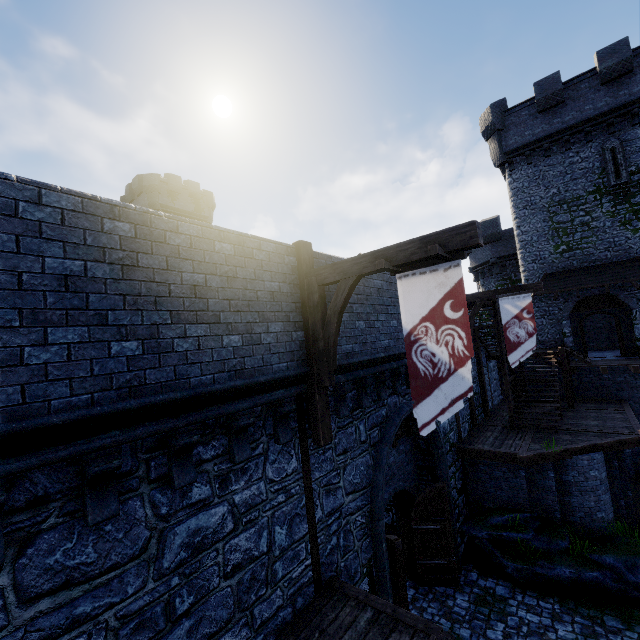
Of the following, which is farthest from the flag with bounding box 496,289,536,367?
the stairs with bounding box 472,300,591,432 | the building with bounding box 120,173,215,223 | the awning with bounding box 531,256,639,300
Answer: the building with bounding box 120,173,215,223

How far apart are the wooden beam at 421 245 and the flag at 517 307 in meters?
9.4 m

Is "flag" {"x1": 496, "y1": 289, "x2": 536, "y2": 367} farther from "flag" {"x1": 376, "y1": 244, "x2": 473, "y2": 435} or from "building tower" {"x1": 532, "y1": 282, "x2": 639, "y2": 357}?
"building tower" {"x1": 532, "y1": 282, "x2": 639, "y2": 357}

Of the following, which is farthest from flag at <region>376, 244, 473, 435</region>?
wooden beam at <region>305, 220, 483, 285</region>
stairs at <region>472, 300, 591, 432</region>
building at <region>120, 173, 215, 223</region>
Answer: building at <region>120, 173, 215, 223</region>

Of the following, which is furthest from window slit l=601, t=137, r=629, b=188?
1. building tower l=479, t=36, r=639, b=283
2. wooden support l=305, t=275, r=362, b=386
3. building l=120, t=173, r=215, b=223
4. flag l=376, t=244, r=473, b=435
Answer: building l=120, t=173, r=215, b=223

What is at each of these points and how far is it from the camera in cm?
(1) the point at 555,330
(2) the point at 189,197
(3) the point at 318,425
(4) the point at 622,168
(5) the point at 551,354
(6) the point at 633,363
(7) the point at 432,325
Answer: (1) building tower, 2011
(2) building, 3597
(3) wooden post, 614
(4) window slit, 1802
(5) stairs, 1748
(6) walkway, 1606
(7) flag, 527

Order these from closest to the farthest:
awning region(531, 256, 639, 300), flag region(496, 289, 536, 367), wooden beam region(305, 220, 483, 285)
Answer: wooden beam region(305, 220, 483, 285) < flag region(496, 289, 536, 367) < awning region(531, 256, 639, 300)

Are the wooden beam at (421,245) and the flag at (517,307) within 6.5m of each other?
no
